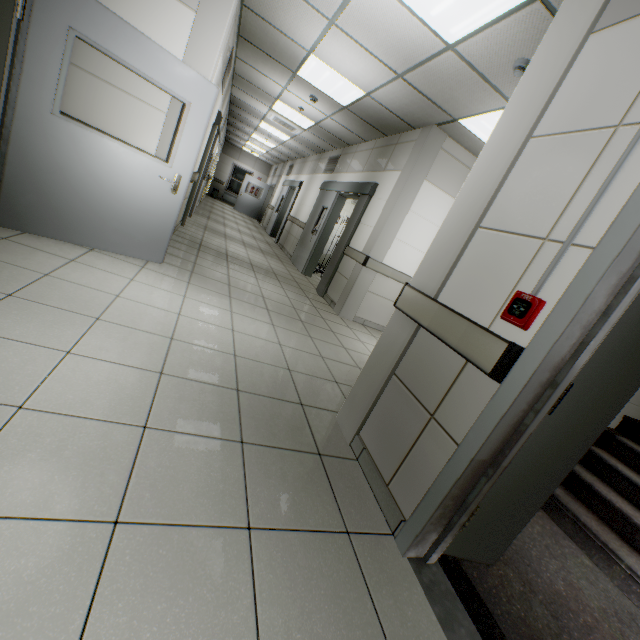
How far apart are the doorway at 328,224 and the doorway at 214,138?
2.7 meters

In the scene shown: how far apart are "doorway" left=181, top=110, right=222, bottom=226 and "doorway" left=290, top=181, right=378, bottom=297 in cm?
270

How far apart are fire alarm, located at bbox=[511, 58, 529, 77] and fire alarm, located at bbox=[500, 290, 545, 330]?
2.70m

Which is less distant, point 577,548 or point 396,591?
point 396,591

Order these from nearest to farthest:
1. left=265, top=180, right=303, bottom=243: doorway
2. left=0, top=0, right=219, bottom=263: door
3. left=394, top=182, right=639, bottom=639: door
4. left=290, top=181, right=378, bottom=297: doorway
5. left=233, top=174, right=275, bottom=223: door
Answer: left=394, top=182, right=639, bottom=639: door → left=0, top=0, right=219, bottom=263: door → left=290, top=181, right=378, bottom=297: doorway → left=265, top=180, right=303, bottom=243: doorway → left=233, top=174, right=275, bottom=223: door

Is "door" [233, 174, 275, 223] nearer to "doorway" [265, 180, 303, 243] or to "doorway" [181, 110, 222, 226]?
"doorway" [265, 180, 303, 243]

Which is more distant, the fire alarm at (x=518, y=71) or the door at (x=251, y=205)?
the door at (x=251, y=205)

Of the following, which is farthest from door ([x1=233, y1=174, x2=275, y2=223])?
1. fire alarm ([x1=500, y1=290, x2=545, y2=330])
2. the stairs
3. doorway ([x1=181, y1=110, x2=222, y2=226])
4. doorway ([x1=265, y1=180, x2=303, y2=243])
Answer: fire alarm ([x1=500, y1=290, x2=545, y2=330])
